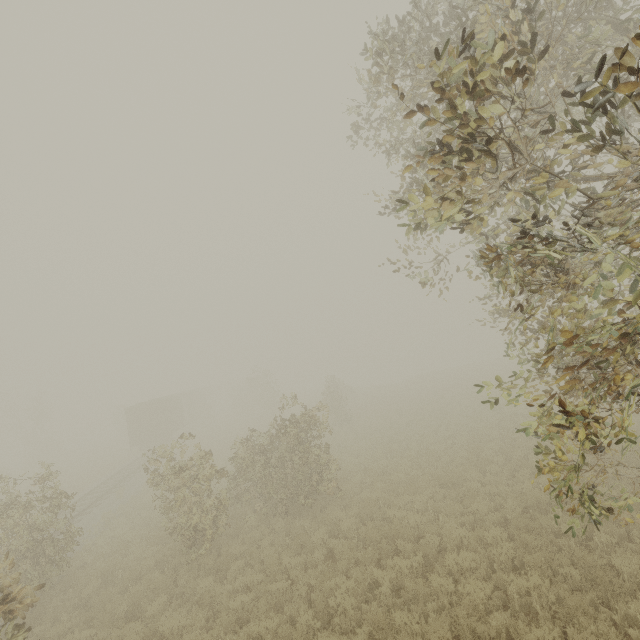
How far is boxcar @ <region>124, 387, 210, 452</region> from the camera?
30.6m

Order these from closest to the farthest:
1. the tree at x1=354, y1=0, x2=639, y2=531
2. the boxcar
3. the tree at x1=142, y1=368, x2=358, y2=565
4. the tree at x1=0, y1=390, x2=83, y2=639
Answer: the tree at x1=354, y1=0, x2=639, y2=531
the tree at x1=0, y1=390, x2=83, y2=639
the tree at x1=142, y1=368, x2=358, y2=565
the boxcar

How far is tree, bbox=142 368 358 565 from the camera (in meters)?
10.97

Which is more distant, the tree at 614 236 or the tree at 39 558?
the tree at 39 558

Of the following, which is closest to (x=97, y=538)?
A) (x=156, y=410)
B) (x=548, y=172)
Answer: (x=156, y=410)

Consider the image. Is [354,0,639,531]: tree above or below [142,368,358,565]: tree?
above

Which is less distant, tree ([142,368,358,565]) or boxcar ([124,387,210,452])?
tree ([142,368,358,565])

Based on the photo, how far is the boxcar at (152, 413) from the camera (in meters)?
30.59
